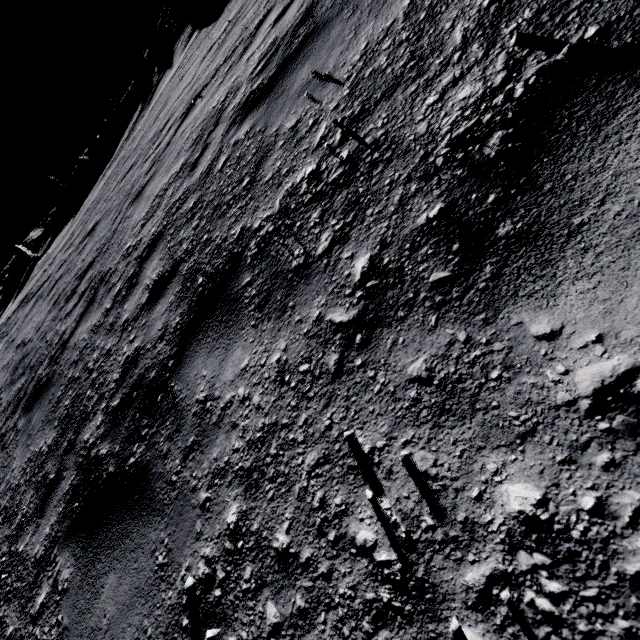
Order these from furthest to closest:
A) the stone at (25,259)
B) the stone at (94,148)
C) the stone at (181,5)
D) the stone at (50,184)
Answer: the stone at (50,184)
the stone at (94,148)
the stone at (25,259)
the stone at (181,5)

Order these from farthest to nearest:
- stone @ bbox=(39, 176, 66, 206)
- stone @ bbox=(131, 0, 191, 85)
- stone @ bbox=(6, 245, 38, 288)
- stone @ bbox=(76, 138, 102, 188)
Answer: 1. stone @ bbox=(39, 176, 66, 206)
2. stone @ bbox=(76, 138, 102, 188)
3. stone @ bbox=(6, 245, 38, 288)
4. stone @ bbox=(131, 0, 191, 85)

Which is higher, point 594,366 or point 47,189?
point 47,189

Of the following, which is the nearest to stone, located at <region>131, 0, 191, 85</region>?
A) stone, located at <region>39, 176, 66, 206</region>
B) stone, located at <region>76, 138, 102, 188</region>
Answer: stone, located at <region>76, 138, 102, 188</region>

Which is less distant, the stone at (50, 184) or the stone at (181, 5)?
the stone at (181, 5)

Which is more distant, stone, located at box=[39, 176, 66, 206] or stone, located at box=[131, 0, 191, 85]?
stone, located at box=[39, 176, 66, 206]

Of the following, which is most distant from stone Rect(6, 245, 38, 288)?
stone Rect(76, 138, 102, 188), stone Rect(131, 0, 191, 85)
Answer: stone Rect(131, 0, 191, 85)

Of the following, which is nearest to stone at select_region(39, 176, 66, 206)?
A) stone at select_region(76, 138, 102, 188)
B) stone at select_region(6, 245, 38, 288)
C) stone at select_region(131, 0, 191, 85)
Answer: stone at select_region(76, 138, 102, 188)
